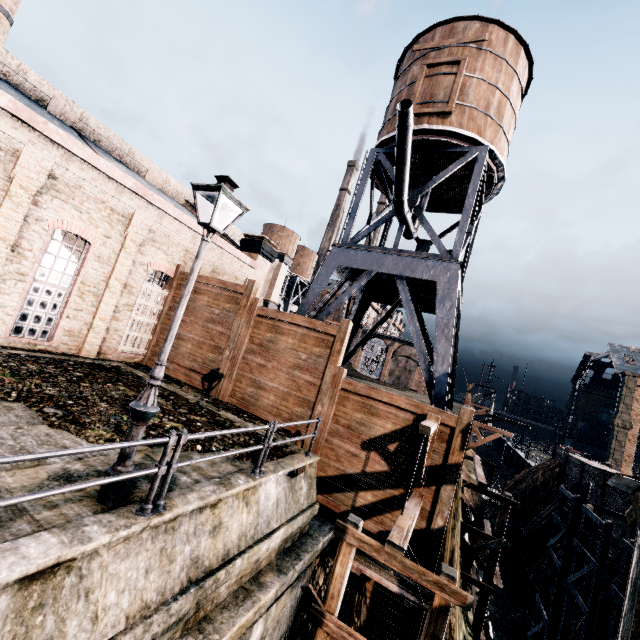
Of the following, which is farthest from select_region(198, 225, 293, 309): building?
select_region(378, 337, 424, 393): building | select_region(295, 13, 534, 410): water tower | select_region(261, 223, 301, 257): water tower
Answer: select_region(378, 337, 424, 393): building

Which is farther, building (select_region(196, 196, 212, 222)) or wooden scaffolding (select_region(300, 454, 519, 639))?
building (select_region(196, 196, 212, 222))

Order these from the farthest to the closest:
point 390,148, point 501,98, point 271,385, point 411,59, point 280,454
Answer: point 411,59, point 390,148, point 501,98, point 271,385, point 280,454

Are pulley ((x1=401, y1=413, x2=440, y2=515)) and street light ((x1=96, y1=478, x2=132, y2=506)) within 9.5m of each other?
yes

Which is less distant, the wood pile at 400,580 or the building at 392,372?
the wood pile at 400,580

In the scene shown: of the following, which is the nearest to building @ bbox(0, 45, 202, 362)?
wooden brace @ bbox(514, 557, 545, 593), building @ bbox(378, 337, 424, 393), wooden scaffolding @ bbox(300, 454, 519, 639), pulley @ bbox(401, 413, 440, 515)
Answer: wooden scaffolding @ bbox(300, 454, 519, 639)

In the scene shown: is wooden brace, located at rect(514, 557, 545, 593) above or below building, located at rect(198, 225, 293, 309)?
below

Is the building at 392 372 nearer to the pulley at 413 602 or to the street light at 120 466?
the pulley at 413 602
